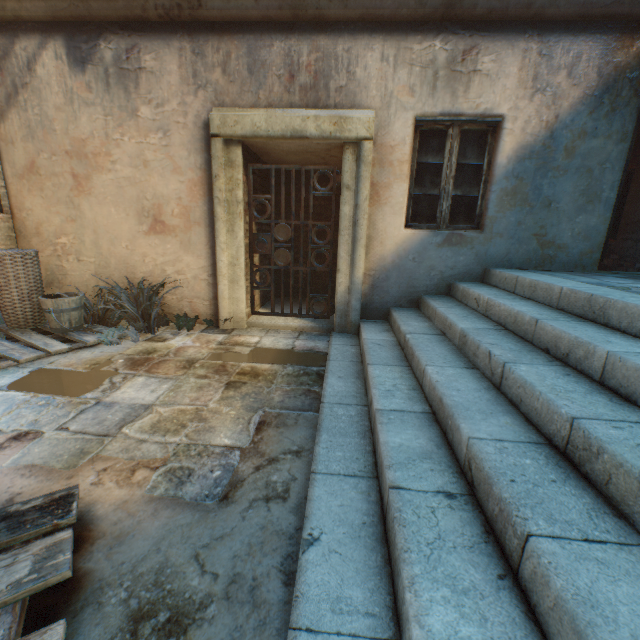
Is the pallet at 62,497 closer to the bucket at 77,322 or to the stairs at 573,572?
the stairs at 573,572

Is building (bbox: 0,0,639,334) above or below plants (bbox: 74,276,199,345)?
above

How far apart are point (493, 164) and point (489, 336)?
2.6 meters

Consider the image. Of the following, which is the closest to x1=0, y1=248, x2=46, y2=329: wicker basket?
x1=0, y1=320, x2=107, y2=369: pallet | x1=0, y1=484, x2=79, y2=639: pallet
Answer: x1=0, y1=320, x2=107, y2=369: pallet

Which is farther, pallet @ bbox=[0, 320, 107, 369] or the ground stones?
pallet @ bbox=[0, 320, 107, 369]

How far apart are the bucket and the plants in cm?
11

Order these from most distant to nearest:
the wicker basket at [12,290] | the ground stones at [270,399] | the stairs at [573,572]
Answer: the wicker basket at [12,290], the ground stones at [270,399], the stairs at [573,572]

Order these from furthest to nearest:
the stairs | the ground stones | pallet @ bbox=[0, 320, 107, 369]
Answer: pallet @ bbox=[0, 320, 107, 369], the ground stones, the stairs
